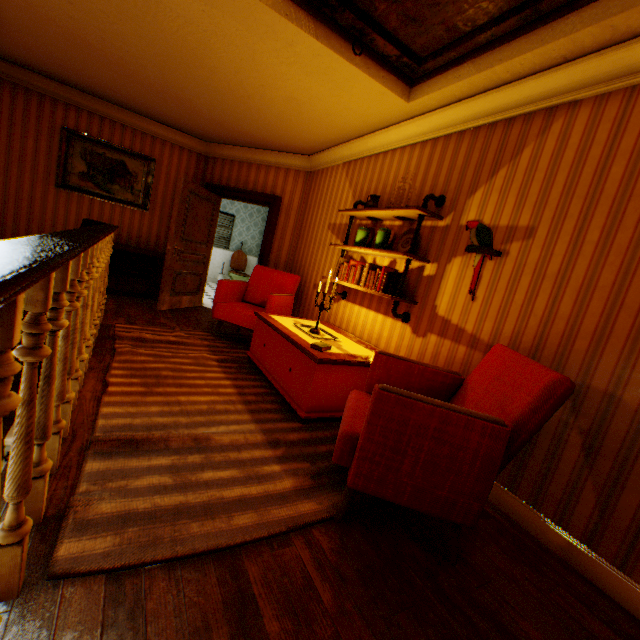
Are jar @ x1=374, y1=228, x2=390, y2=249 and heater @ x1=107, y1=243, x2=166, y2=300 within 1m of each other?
no

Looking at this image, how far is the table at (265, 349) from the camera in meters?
2.8 m

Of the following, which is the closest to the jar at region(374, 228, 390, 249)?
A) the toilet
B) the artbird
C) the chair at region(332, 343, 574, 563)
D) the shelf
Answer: the shelf

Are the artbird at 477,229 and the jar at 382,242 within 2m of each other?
yes

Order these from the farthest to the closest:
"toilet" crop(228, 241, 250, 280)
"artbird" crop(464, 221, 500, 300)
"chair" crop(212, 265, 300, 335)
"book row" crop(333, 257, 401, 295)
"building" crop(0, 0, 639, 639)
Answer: "toilet" crop(228, 241, 250, 280)
"chair" crop(212, 265, 300, 335)
"book row" crop(333, 257, 401, 295)
"artbird" crop(464, 221, 500, 300)
"building" crop(0, 0, 639, 639)

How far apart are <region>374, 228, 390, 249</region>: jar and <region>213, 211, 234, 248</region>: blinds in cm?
836

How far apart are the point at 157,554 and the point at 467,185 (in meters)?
3.44

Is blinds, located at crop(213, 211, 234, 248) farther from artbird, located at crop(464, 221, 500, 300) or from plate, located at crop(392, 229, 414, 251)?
artbird, located at crop(464, 221, 500, 300)
